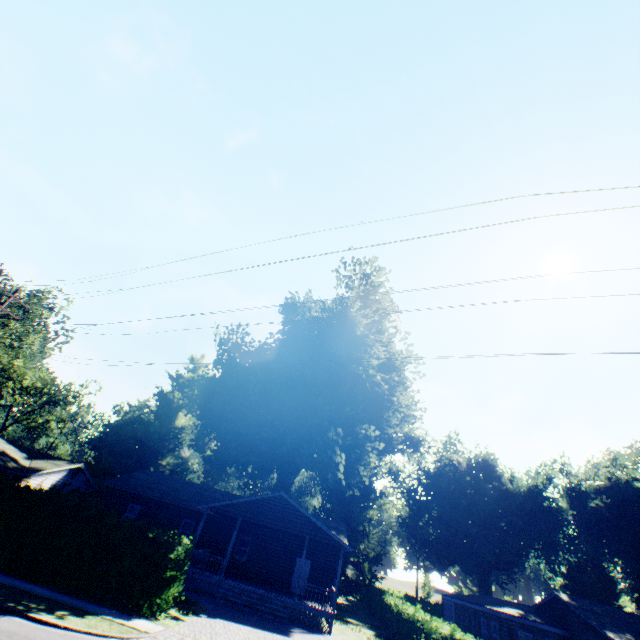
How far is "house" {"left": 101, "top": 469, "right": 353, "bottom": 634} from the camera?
20.41m

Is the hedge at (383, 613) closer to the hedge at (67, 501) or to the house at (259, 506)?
the house at (259, 506)

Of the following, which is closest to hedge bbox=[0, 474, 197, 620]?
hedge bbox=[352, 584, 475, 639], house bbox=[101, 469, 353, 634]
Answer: house bbox=[101, 469, 353, 634]

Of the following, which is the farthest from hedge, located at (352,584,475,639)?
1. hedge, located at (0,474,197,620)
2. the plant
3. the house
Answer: the plant

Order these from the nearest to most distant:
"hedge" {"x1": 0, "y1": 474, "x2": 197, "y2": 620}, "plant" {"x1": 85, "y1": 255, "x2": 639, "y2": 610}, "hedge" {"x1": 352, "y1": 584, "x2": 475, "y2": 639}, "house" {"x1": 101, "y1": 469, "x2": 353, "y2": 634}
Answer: "hedge" {"x1": 0, "y1": 474, "x2": 197, "y2": 620} < "hedge" {"x1": 352, "y1": 584, "x2": 475, "y2": 639} < "house" {"x1": 101, "y1": 469, "x2": 353, "y2": 634} < "plant" {"x1": 85, "y1": 255, "x2": 639, "y2": 610}

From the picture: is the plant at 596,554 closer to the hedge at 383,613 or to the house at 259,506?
the house at 259,506

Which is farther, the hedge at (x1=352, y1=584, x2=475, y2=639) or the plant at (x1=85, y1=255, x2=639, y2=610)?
the plant at (x1=85, y1=255, x2=639, y2=610)

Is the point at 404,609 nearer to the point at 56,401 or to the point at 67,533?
the point at 67,533
